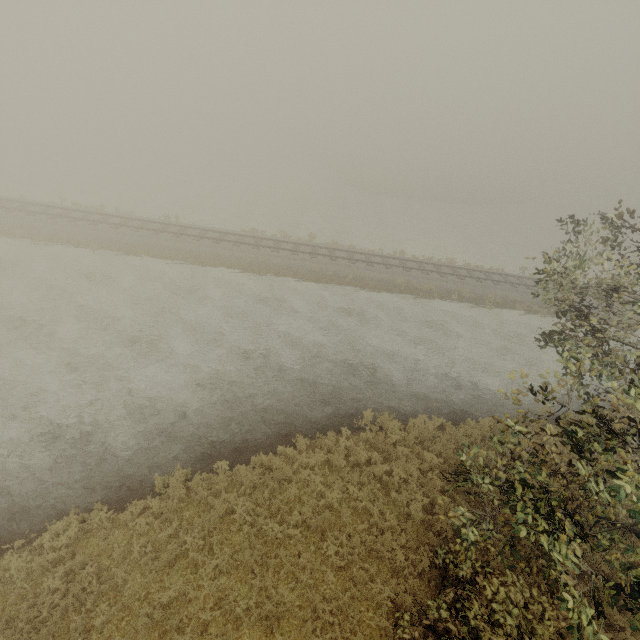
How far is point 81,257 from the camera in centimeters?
2042cm
